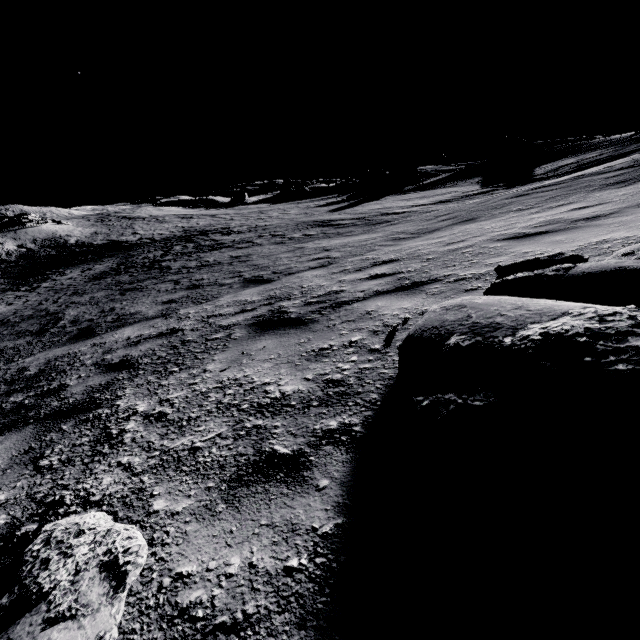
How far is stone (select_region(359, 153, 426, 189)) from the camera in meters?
48.2 m

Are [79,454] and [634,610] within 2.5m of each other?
no

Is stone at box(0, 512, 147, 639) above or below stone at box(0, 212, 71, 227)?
below

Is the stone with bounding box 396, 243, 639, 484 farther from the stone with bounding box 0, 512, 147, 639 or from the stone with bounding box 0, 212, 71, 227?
the stone with bounding box 0, 212, 71, 227

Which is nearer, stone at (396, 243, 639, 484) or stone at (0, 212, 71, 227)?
stone at (396, 243, 639, 484)

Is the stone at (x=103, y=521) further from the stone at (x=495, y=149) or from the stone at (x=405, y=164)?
the stone at (x=405, y=164)

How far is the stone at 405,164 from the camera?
48.2 meters

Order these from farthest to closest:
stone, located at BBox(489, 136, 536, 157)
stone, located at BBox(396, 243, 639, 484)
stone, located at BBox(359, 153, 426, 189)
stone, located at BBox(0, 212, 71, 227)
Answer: stone, located at BBox(359, 153, 426, 189) < stone, located at BBox(489, 136, 536, 157) < stone, located at BBox(0, 212, 71, 227) < stone, located at BBox(396, 243, 639, 484)
